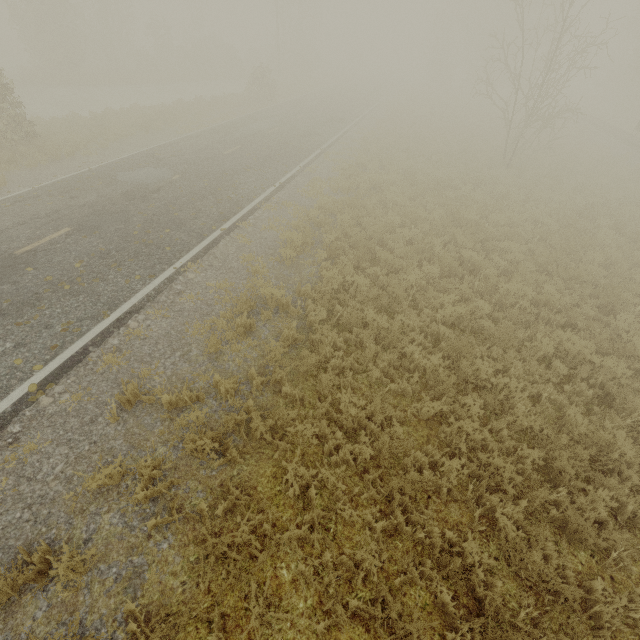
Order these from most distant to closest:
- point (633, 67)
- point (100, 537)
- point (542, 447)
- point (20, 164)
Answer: point (633, 67) → point (20, 164) → point (542, 447) → point (100, 537)
